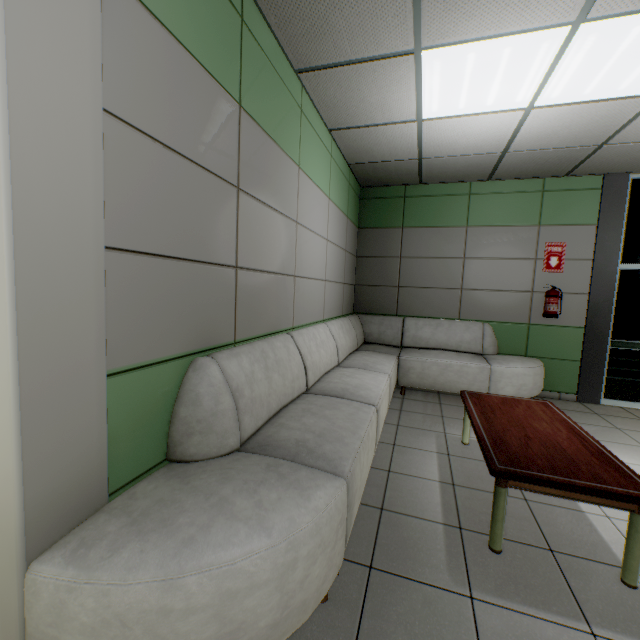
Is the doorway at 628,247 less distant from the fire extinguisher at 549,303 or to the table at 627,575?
the fire extinguisher at 549,303

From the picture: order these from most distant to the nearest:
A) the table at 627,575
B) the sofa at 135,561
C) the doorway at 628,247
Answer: the doorway at 628,247, the table at 627,575, the sofa at 135,561

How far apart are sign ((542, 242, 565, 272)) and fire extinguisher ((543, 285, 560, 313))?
0.20m

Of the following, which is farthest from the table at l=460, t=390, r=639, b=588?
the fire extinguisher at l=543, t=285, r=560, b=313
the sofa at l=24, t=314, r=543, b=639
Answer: the fire extinguisher at l=543, t=285, r=560, b=313

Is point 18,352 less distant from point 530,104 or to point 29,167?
point 29,167

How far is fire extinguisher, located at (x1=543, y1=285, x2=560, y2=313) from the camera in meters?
4.7 m

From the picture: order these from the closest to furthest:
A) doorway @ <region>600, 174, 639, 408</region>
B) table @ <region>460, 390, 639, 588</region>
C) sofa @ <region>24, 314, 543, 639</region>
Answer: sofa @ <region>24, 314, 543, 639</region>, table @ <region>460, 390, 639, 588</region>, doorway @ <region>600, 174, 639, 408</region>

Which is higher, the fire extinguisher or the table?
the fire extinguisher
